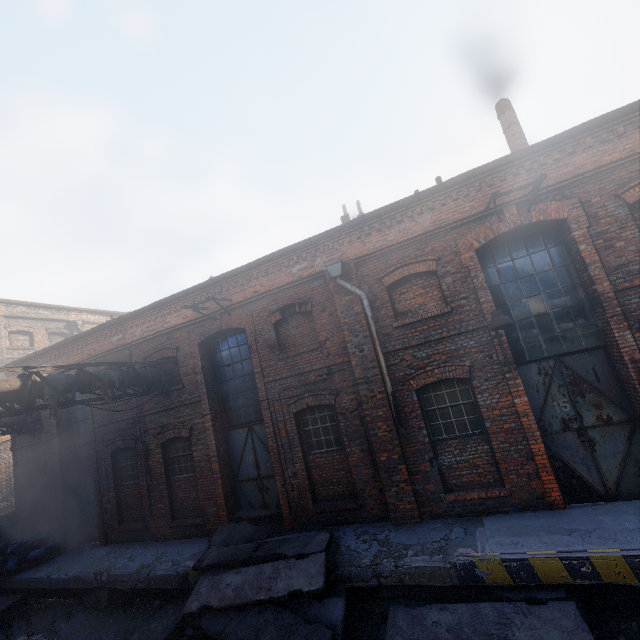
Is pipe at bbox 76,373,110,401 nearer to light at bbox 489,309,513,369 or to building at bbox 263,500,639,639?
building at bbox 263,500,639,639

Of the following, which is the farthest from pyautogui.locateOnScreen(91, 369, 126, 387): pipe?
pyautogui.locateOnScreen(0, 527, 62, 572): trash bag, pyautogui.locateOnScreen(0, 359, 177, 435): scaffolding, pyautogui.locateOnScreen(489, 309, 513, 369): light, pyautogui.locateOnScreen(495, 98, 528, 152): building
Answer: pyautogui.locateOnScreen(495, 98, 528, 152): building

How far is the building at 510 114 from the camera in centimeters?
1003cm

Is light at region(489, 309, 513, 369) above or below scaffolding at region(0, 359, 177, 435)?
below

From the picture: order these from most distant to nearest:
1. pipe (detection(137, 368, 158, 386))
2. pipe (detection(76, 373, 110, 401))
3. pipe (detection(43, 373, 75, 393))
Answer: pipe (detection(137, 368, 158, 386)) → pipe (detection(76, 373, 110, 401)) → pipe (detection(43, 373, 75, 393))

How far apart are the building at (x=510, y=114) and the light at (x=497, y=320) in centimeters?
591cm

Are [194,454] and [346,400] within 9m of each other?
yes

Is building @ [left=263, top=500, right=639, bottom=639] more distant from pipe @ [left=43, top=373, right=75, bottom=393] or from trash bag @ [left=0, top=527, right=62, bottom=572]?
pipe @ [left=43, top=373, right=75, bottom=393]
